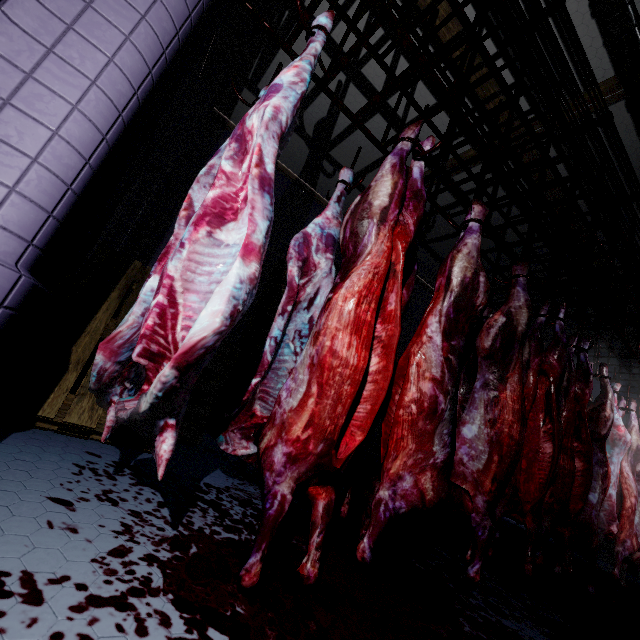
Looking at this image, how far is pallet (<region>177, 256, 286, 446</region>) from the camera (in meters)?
2.79

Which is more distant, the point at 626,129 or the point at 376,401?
the point at 626,129

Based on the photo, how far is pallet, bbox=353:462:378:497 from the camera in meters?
3.6 m

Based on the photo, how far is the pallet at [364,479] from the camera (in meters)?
3.56

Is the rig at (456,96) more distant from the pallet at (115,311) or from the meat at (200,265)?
the pallet at (115,311)

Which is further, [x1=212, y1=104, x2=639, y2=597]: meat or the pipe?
the pipe

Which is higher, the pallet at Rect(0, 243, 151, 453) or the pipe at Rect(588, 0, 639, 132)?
the pipe at Rect(588, 0, 639, 132)

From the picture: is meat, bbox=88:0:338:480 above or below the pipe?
below
